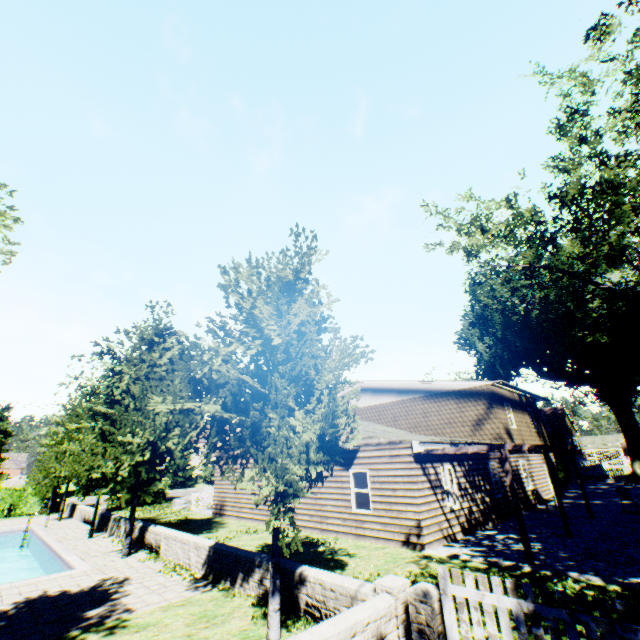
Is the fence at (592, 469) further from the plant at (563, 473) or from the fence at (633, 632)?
the fence at (633, 632)

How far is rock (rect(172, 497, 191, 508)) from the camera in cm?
2500

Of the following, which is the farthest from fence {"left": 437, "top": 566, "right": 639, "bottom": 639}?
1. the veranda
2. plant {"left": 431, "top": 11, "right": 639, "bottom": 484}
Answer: the veranda

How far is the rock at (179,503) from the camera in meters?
25.0 m

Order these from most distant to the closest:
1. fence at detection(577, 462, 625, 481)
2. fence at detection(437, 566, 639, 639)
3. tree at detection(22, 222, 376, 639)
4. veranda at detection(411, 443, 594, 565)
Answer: fence at detection(577, 462, 625, 481), veranda at detection(411, 443, 594, 565), tree at detection(22, 222, 376, 639), fence at detection(437, 566, 639, 639)

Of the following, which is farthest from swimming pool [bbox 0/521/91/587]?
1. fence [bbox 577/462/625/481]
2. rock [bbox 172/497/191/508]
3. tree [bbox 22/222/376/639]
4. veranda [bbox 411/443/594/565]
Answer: fence [bbox 577/462/625/481]

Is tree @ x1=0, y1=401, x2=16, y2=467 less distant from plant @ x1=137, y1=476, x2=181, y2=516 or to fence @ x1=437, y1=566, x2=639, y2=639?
fence @ x1=437, y1=566, x2=639, y2=639

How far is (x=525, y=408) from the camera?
23.91m
